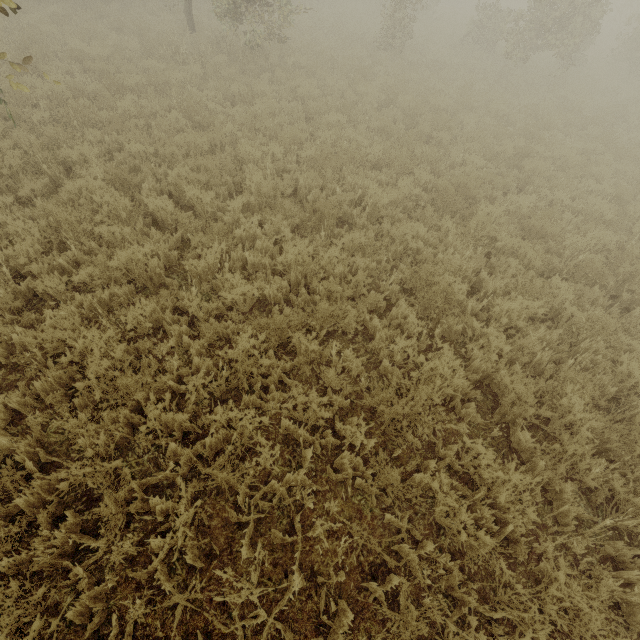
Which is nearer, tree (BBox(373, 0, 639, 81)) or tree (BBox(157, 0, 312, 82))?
tree (BBox(157, 0, 312, 82))

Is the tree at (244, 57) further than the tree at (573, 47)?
No

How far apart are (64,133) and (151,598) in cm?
826

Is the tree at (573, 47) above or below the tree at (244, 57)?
above

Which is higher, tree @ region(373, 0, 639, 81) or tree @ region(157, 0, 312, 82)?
tree @ region(373, 0, 639, 81)
